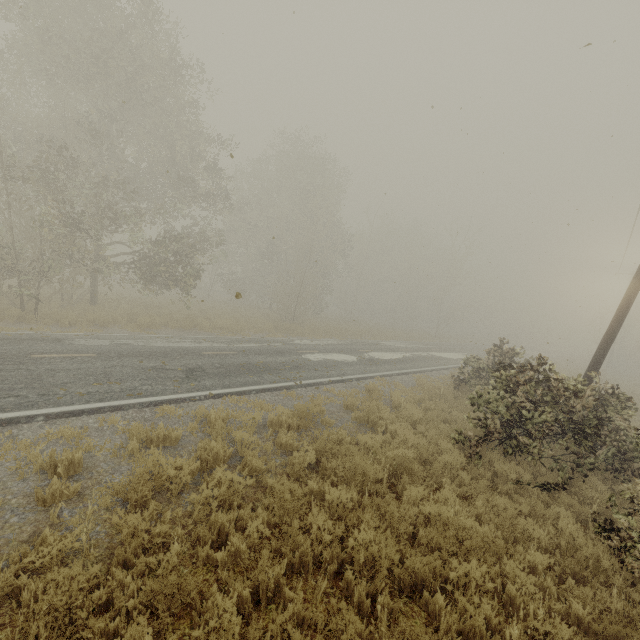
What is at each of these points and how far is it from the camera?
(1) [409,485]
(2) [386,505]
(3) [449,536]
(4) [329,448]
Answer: (1) tree, 6.22m
(2) tree, 4.94m
(3) tree, 4.88m
(4) tree, 6.78m

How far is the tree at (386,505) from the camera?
4.9m

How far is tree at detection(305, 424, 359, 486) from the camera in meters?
6.1 m

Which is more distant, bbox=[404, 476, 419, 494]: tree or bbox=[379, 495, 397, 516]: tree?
bbox=[404, 476, 419, 494]: tree
